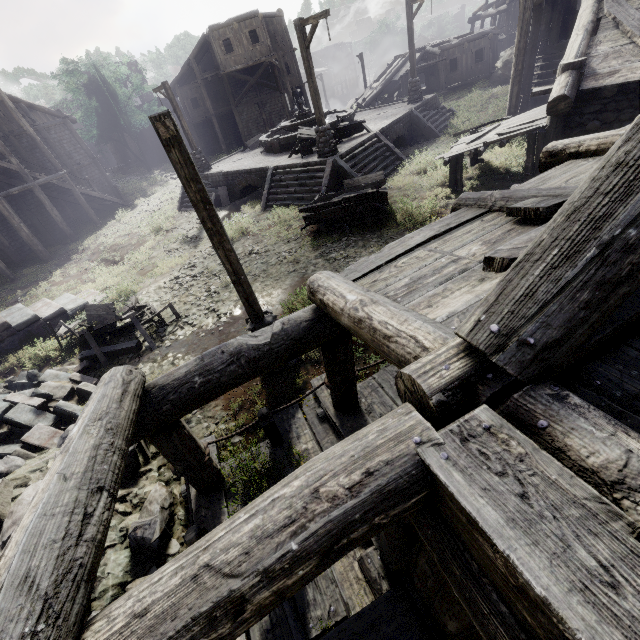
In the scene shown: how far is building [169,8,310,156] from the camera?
27.3 meters

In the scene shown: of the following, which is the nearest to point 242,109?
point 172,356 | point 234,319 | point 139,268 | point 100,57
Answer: point 100,57

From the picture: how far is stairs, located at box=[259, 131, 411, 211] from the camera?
13.88m

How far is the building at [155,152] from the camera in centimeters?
4066cm

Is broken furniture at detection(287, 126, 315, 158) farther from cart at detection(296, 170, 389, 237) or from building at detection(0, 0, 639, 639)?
building at detection(0, 0, 639, 639)

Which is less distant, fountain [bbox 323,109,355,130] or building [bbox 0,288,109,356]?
building [bbox 0,288,109,356]

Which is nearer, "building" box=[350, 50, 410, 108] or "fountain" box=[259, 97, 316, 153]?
"fountain" box=[259, 97, 316, 153]

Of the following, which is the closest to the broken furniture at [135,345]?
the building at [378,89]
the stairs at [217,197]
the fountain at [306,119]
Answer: the stairs at [217,197]
